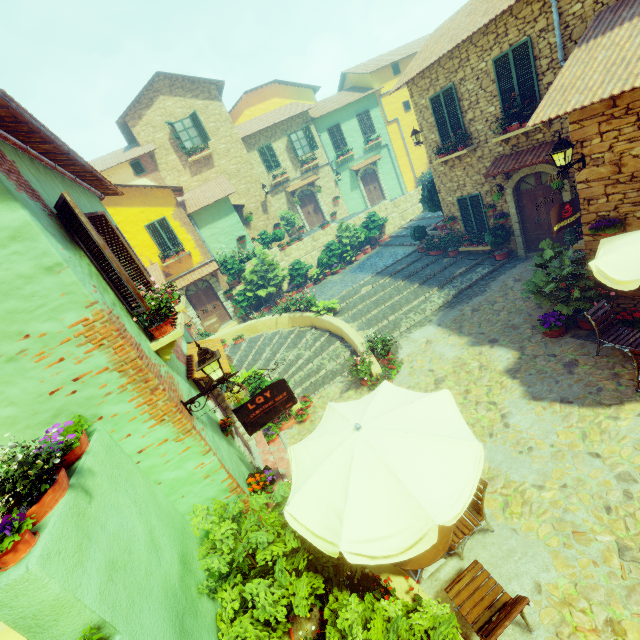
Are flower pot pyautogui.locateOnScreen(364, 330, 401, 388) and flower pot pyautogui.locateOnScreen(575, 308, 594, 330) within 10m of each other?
yes

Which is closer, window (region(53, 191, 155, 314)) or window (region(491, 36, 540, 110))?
window (region(53, 191, 155, 314))

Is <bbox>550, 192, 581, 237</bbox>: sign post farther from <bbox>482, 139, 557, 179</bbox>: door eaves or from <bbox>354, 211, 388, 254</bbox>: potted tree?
<bbox>354, 211, 388, 254</bbox>: potted tree

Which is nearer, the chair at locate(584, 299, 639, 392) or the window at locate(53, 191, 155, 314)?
the window at locate(53, 191, 155, 314)

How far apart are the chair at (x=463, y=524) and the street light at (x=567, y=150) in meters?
6.0

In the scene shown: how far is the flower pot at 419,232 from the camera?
15.39m

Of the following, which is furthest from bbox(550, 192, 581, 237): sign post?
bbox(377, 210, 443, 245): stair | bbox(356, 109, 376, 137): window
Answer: bbox(356, 109, 376, 137): window

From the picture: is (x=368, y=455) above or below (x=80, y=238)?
Answer: below
